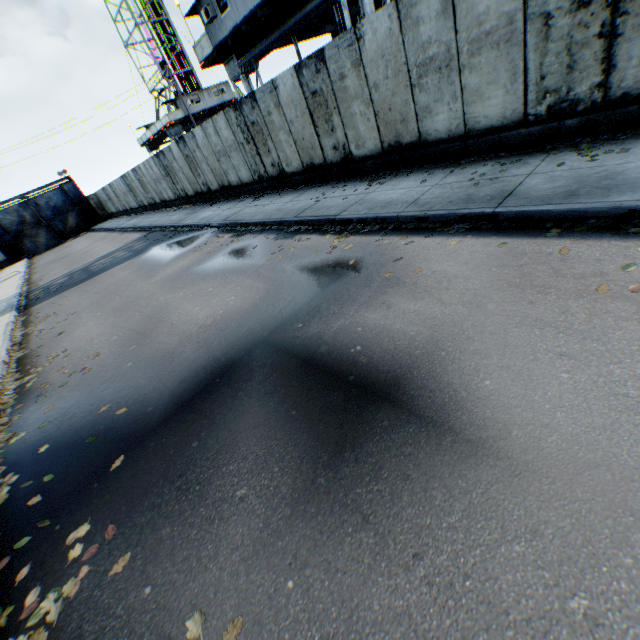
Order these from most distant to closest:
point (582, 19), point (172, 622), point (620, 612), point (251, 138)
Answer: point (251, 138) < point (582, 19) < point (172, 622) < point (620, 612)

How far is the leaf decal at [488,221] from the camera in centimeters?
525cm

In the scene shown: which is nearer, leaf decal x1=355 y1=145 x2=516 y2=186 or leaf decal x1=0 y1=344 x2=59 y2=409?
leaf decal x1=0 y1=344 x2=59 y2=409

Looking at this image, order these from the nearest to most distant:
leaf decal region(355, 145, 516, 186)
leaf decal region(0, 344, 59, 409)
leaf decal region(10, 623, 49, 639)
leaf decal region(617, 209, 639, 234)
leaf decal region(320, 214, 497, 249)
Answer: leaf decal region(10, 623, 49, 639)
leaf decal region(617, 209, 639, 234)
leaf decal region(320, 214, 497, 249)
leaf decal region(0, 344, 59, 409)
leaf decal region(355, 145, 516, 186)

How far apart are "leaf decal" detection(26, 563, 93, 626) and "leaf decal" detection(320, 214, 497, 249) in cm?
549

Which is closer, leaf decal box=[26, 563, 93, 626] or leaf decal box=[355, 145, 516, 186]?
leaf decal box=[26, 563, 93, 626]

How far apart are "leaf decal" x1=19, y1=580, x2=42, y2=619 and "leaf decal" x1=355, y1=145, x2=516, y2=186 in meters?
8.7 m

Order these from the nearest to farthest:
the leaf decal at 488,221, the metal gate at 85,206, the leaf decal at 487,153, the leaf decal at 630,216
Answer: the leaf decal at 630,216
the leaf decal at 488,221
the leaf decal at 487,153
the metal gate at 85,206
